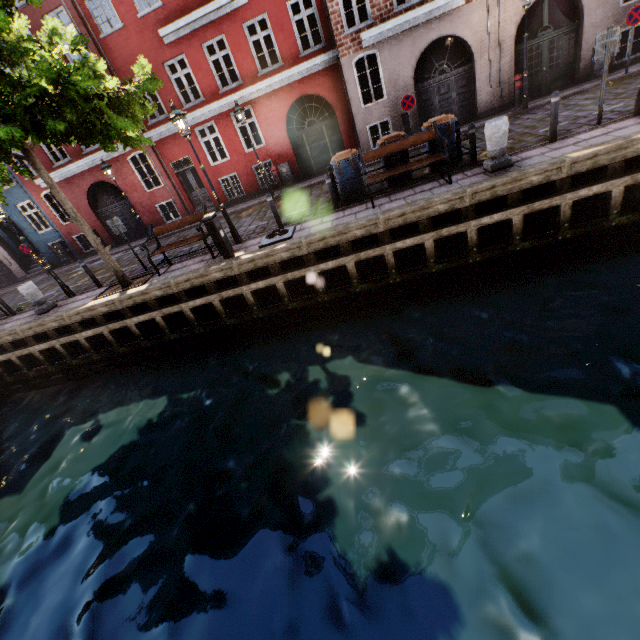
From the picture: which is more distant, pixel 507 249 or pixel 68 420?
pixel 68 420

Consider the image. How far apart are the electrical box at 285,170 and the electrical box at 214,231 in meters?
8.6 m

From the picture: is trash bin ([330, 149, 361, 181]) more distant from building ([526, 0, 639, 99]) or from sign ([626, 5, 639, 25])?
sign ([626, 5, 639, 25])

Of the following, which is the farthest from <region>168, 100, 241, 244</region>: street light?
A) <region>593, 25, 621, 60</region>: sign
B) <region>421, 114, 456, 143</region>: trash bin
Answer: <region>593, 25, 621, 60</region>: sign

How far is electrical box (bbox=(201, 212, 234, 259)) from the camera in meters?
8.5

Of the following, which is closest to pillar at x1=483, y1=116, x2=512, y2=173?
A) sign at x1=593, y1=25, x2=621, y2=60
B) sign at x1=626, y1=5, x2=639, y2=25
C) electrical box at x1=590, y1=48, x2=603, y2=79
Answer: sign at x1=593, y1=25, x2=621, y2=60

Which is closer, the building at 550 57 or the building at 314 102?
the building at 550 57

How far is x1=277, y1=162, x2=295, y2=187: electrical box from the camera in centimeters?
1592cm
